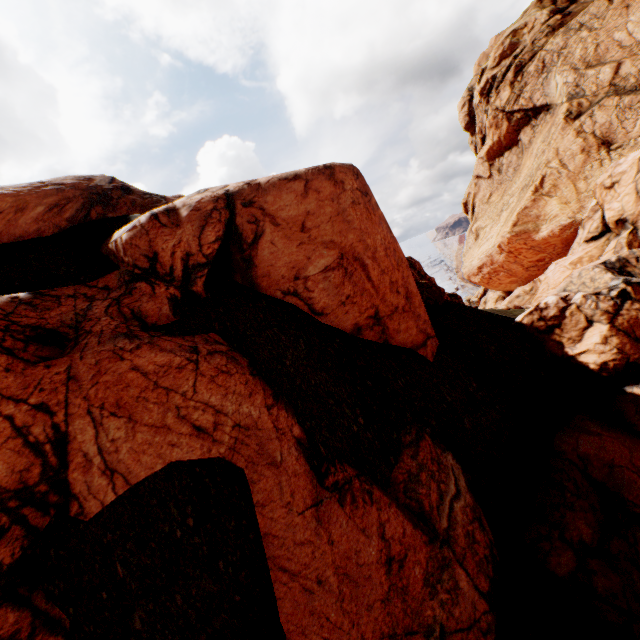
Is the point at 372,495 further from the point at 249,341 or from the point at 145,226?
the point at 145,226

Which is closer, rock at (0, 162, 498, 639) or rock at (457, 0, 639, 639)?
rock at (0, 162, 498, 639)

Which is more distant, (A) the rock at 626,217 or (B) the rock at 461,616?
(A) the rock at 626,217
